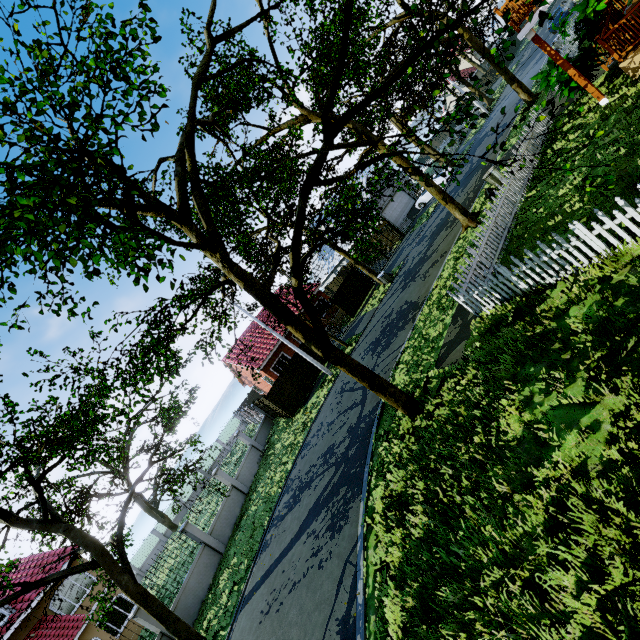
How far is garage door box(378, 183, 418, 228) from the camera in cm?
3344

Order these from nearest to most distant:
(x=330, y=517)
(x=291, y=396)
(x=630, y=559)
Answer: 1. (x=630, y=559)
2. (x=330, y=517)
3. (x=291, y=396)

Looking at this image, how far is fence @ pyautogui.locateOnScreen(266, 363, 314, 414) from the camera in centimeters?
2198cm

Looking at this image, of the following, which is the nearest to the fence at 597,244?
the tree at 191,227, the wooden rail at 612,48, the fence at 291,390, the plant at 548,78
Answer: the tree at 191,227

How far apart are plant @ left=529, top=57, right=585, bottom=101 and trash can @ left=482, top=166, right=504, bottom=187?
3.05m

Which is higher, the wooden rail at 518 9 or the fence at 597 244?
the wooden rail at 518 9

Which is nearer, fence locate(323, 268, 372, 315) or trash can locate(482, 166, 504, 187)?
trash can locate(482, 166, 504, 187)

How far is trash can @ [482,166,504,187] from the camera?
14.7m
